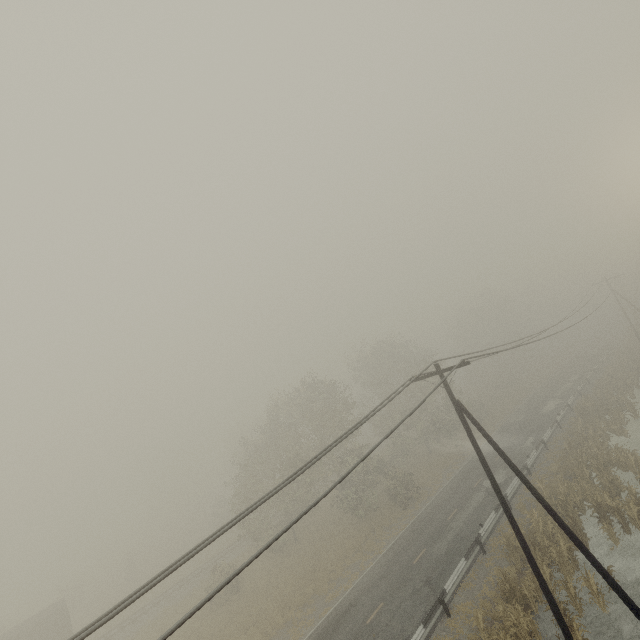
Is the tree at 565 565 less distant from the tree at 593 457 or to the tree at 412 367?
→ the tree at 593 457

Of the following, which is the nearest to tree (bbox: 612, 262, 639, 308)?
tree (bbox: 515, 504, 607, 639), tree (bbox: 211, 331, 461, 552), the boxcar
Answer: tree (bbox: 515, 504, 607, 639)

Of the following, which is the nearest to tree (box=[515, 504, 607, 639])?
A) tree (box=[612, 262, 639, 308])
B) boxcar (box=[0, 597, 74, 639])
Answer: tree (box=[612, 262, 639, 308])

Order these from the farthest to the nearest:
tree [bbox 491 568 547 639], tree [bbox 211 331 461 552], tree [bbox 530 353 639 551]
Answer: tree [bbox 211 331 461 552] → tree [bbox 530 353 639 551] → tree [bbox 491 568 547 639]

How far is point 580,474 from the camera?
21.95m

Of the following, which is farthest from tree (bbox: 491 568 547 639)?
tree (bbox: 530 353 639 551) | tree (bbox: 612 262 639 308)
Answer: tree (bbox: 612 262 639 308)

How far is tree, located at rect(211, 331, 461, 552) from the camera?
30.55m

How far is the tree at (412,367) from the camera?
30.5 meters
